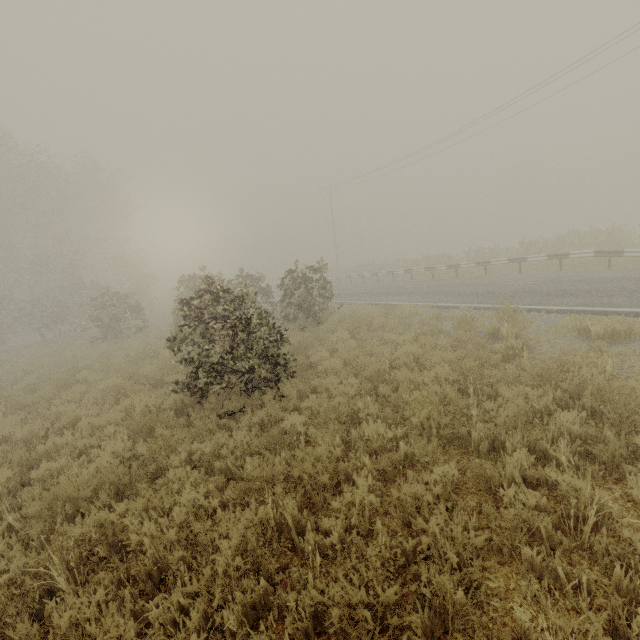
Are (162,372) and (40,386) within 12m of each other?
yes

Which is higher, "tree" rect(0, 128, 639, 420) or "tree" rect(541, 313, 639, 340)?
"tree" rect(0, 128, 639, 420)

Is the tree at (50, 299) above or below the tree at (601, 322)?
above
